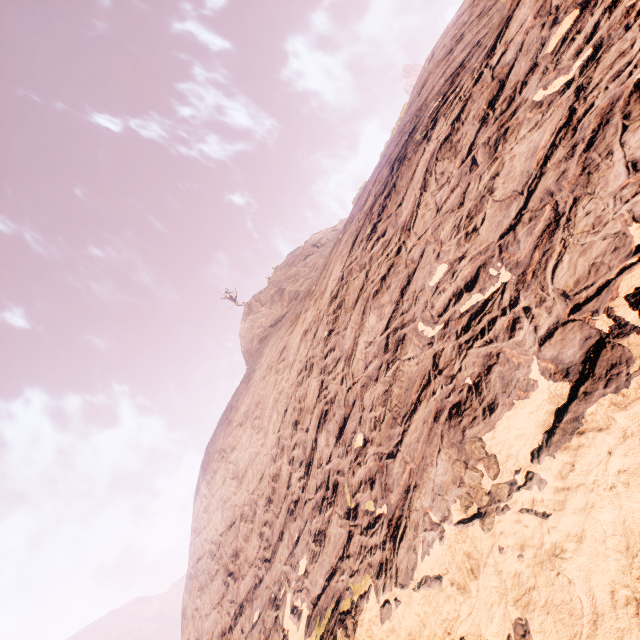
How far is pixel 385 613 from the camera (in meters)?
3.08
